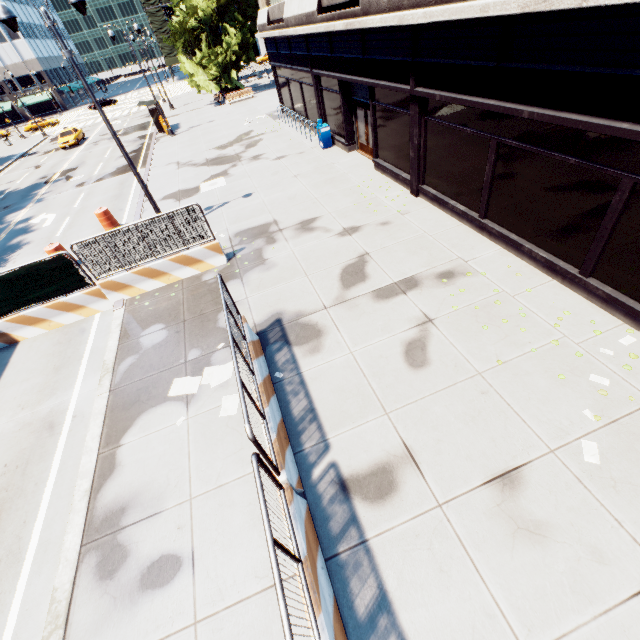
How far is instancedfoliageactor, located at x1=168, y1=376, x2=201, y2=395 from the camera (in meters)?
7.27

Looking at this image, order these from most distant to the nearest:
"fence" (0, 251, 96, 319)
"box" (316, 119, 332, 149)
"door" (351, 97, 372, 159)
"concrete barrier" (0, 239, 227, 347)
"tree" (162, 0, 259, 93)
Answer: "tree" (162, 0, 259, 93) → "box" (316, 119, 332, 149) → "door" (351, 97, 372, 159) → "concrete barrier" (0, 239, 227, 347) → "fence" (0, 251, 96, 319)

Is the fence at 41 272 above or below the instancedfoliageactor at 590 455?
above

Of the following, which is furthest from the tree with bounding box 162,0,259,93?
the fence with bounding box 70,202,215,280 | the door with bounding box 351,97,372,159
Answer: the door with bounding box 351,97,372,159

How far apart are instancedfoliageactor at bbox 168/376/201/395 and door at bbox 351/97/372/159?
11.7 meters

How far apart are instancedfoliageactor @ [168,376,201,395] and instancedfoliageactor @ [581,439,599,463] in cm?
655

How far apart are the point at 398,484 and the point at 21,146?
60.5 meters

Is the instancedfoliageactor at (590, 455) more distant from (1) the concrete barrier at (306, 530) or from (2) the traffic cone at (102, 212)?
(2) the traffic cone at (102, 212)
